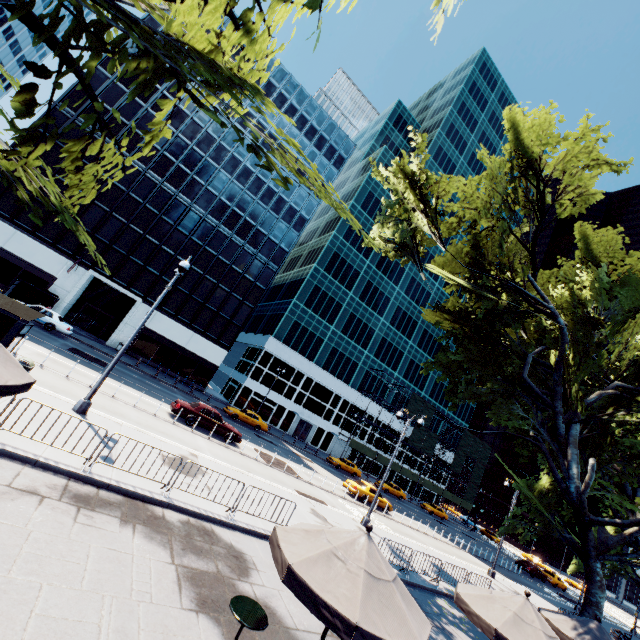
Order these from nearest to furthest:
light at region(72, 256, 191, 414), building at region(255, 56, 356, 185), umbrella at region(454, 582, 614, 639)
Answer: umbrella at region(454, 582, 614, 639), light at region(72, 256, 191, 414), building at region(255, 56, 356, 185)

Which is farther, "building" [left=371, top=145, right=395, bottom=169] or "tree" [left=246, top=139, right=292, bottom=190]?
"building" [left=371, top=145, right=395, bottom=169]

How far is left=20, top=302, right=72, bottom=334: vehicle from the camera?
26.0 meters

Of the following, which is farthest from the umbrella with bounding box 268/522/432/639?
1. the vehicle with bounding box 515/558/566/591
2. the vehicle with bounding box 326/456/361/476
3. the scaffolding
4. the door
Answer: the vehicle with bounding box 515/558/566/591

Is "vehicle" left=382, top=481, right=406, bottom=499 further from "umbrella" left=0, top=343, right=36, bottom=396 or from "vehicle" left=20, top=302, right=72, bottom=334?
"umbrella" left=0, top=343, right=36, bottom=396

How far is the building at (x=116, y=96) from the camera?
36.1 meters

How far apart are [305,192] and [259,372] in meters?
27.7 m

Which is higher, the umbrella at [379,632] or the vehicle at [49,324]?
the umbrella at [379,632]
